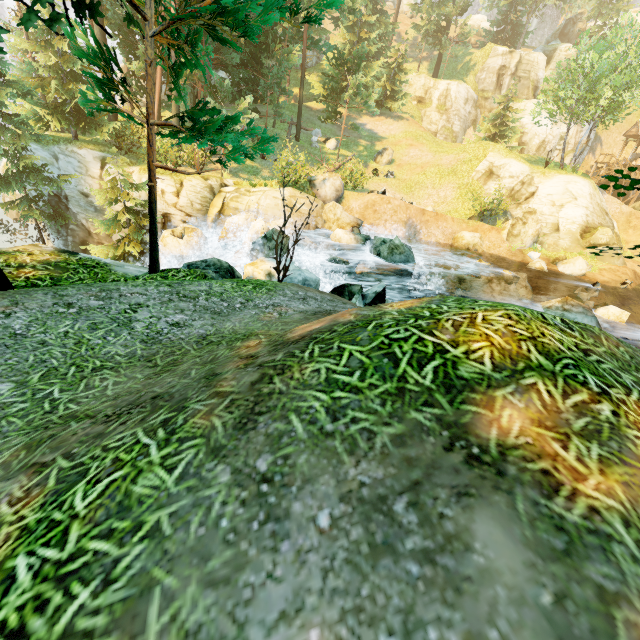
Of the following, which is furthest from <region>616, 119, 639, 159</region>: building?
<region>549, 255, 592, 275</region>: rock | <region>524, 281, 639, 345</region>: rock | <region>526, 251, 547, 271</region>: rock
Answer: <region>524, 281, 639, 345</region>: rock

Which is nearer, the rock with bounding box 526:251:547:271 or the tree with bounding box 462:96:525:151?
the rock with bounding box 526:251:547:271

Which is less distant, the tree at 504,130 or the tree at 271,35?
the tree at 271,35

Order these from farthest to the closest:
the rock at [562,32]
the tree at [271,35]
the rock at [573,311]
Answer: the rock at [562,32] → the rock at [573,311] → the tree at [271,35]

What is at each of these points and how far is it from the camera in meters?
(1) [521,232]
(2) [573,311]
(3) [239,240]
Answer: (1) rock, 20.9 m
(2) rock, 12.1 m
(3) rock, 17.3 m

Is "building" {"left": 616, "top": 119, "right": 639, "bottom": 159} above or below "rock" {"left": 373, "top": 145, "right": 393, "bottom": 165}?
above

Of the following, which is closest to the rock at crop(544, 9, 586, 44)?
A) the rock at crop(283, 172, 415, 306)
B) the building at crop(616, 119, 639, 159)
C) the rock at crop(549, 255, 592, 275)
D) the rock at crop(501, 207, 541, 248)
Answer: the building at crop(616, 119, 639, 159)

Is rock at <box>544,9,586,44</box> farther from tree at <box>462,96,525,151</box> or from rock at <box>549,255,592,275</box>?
rock at <box>549,255,592,275</box>
